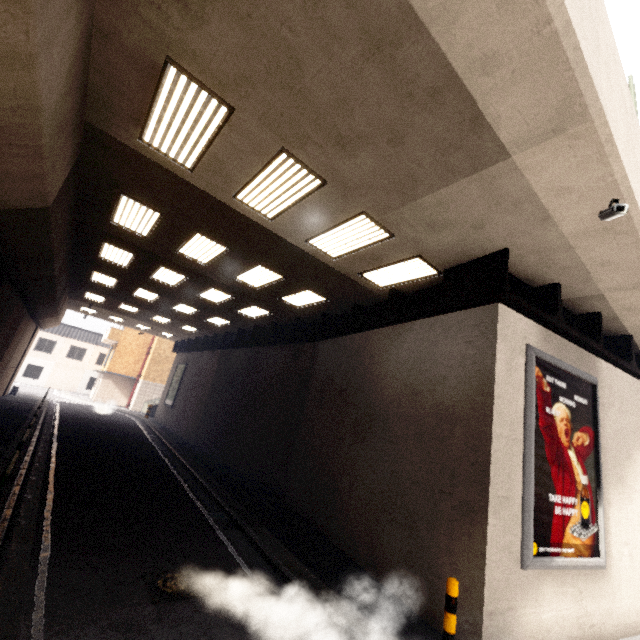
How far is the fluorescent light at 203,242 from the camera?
8.9m

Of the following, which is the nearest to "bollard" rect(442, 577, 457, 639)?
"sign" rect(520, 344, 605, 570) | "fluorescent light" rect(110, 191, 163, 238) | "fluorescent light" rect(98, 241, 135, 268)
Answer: "sign" rect(520, 344, 605, 570)

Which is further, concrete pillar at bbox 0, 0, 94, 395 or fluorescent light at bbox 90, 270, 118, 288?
fluorescent light at bbox 90, 270, 118, 288

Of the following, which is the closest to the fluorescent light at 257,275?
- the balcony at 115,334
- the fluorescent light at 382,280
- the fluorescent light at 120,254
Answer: the fluorescent light at 382,280

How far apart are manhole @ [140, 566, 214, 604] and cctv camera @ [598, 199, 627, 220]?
8.6m

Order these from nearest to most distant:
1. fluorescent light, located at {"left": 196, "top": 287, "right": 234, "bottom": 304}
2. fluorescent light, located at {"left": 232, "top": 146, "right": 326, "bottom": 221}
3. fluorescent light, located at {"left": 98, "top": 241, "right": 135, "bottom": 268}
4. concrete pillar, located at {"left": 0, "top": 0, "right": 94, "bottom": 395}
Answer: concrete pillar, located at {"left": 0, "top": 0, "right": 94, "bottom": 395} < fluorescent light, located at {"left": 232, "top": 146, "right": 326, "bottom": 221} < fluorescent light, located at {"left": 98, "top": 241, "right": 135, "bottom": 268} < fluorescent light, located at {"left": 196, "top": 287, "right": 234, "bottom": 304}

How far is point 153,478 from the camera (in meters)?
10.92

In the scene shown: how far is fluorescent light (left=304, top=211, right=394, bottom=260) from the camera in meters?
6.7
